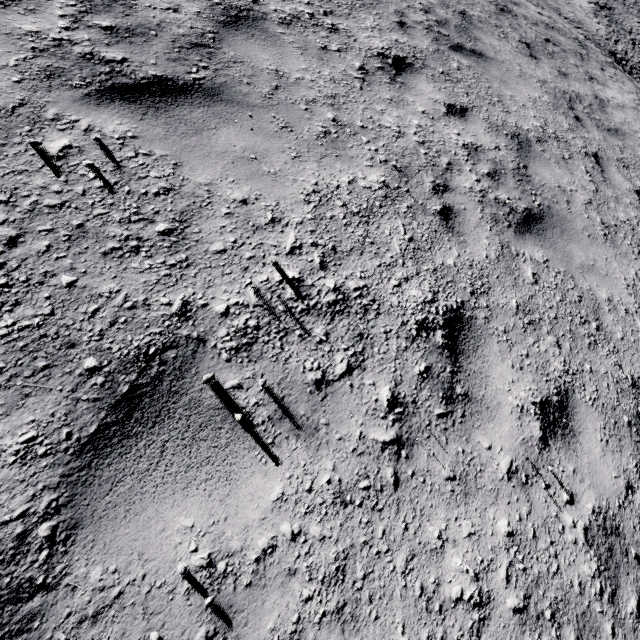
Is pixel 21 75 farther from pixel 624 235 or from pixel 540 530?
pixel 624 235
